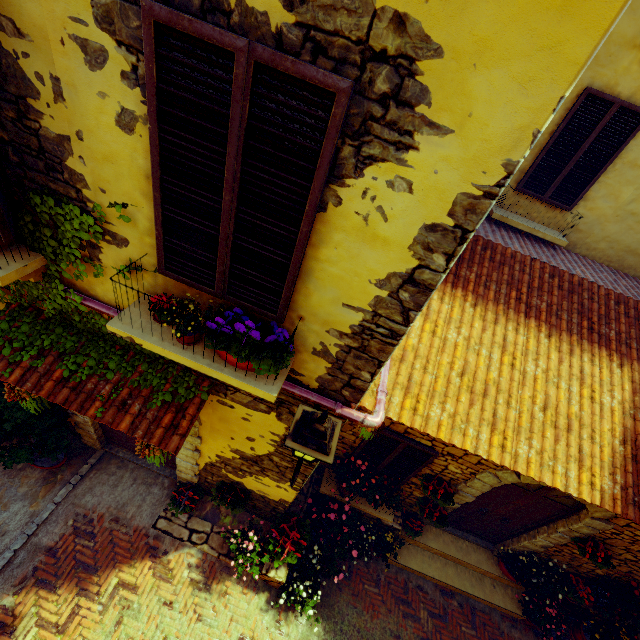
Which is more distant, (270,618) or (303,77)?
(270,618)

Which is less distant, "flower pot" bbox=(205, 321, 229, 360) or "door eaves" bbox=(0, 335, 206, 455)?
"flower pot" bbox=(205, 321, 229, 360)

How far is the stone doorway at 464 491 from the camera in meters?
5.0 m

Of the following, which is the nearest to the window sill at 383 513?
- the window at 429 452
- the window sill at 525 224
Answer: the window at 429 452

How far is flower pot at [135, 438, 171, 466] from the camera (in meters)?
3.65

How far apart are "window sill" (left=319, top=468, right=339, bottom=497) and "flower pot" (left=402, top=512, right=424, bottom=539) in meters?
0.5

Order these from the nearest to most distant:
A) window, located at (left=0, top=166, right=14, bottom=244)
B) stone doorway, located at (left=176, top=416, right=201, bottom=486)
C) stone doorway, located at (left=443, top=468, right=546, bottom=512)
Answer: window, located at (left=0, top=166, right=14, bottom=244) → stone doorway, located at (left=176, top=416, right=201, bottom=486) → stone doorway, located at (left=443, top=468, right=546, bottom=512)

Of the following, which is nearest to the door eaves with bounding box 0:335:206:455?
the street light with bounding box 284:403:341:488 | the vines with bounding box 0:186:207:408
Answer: the vines with bounding box 0:186:207:408
